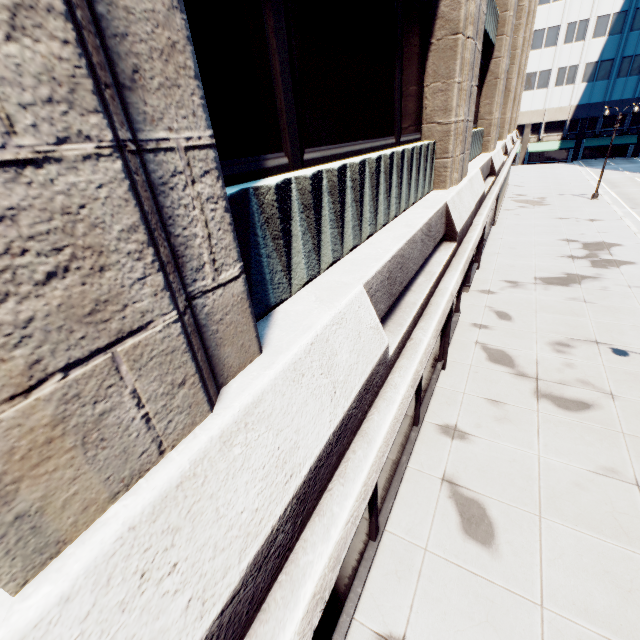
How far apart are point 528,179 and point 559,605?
51.22m
